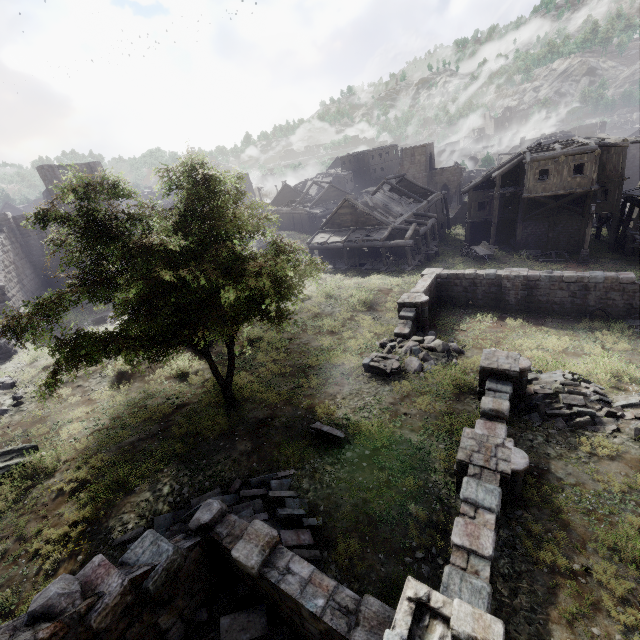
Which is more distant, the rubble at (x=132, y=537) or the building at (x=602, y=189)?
the building at (x=602, y=189)

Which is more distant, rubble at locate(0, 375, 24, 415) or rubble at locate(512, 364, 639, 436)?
rubble at locate(0, 375, 24, 415)

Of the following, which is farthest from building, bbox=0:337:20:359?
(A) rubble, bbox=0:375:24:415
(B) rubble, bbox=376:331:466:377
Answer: (B) rubble, bbox=376:331:466:377

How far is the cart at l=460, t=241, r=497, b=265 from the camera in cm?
2981

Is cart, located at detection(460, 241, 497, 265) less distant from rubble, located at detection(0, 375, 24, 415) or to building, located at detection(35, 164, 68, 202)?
building, located at detection(35, 164, 68, 202)

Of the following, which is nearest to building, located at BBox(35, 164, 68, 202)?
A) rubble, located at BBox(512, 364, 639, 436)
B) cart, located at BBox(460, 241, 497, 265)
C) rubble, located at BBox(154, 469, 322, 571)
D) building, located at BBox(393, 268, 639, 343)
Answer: cart, located at BBox(460, 241, 497, 265)

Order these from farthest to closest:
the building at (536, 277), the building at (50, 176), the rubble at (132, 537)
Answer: the building at (50, 176) < the building at (536, 277) < the rubble at (132, 537)

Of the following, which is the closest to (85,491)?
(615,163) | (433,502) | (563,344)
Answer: (433,502)
